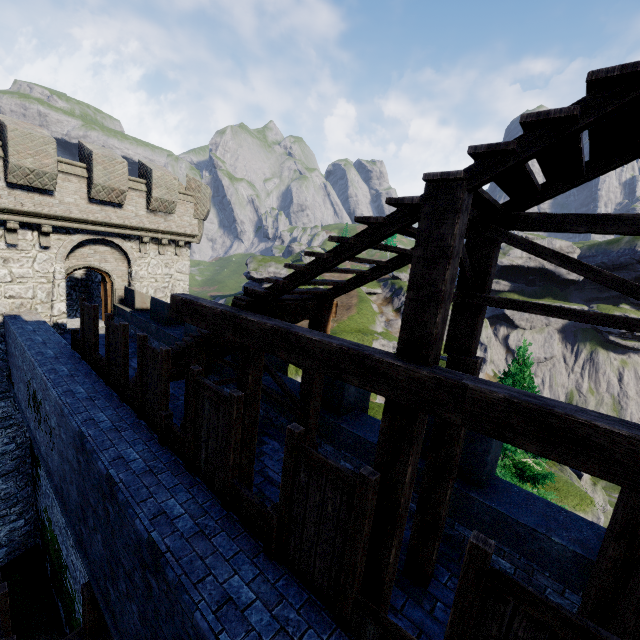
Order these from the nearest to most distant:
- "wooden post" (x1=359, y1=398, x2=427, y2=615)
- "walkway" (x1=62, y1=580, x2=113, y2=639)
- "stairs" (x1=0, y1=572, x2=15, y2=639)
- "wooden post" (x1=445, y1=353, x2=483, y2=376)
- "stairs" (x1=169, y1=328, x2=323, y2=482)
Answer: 1. "wooden post" (x1=359, y1=398, x2=427, y2=615)
2. "wooden post" (x1=445, y1=353, x2=483, y2=376)
3. "stairs" (x1=169, y1=328, x2=323, y2=482)
4. "walkway" (x1=62, y1=580, x2=113, y2=639)
5. "stairs" (x1=0, y1=572, x2=15, y2=639)

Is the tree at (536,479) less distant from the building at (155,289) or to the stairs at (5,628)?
the stairs at (5,628)

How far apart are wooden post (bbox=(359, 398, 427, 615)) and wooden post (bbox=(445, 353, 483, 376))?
1.1m

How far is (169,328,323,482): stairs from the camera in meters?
5.0

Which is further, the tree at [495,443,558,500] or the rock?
the rock

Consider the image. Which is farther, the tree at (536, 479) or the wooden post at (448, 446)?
the tree at (536, 479)

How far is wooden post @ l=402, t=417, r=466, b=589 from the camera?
4.30m

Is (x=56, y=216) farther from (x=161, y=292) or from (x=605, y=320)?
(x=605, y=320)
